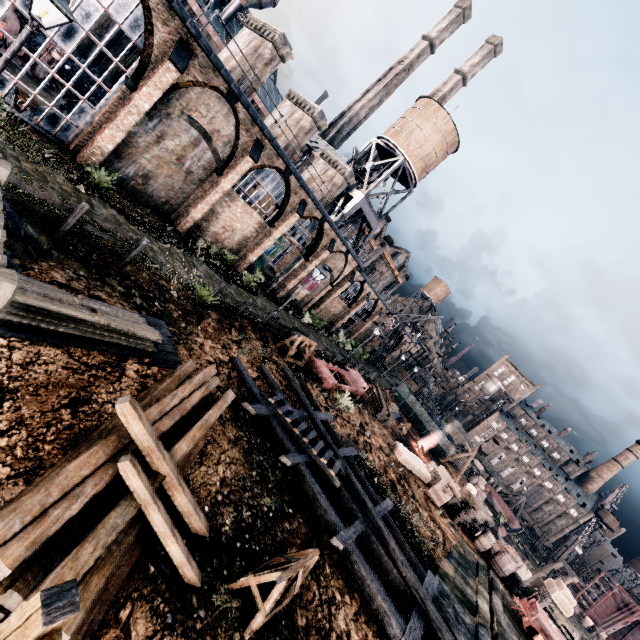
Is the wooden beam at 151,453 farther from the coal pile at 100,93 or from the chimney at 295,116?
the coal pile at 100,93

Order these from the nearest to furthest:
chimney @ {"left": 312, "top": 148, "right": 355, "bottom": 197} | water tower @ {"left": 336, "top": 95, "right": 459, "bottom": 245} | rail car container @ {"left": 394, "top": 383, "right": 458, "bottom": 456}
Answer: chimney @ {"left": 312, "top": 148, "right": 355, "bottom": 197}
water tower @ {"left": 336, "top": 95, "right": 459, "bottom": 245}
rail car container @ {"left": 394, "top": 383, "right": 458, "bottom": 456}

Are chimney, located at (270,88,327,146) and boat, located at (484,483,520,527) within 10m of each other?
no

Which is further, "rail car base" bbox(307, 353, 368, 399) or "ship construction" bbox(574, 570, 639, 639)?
"ship construction" bbox(574, 570, 639, 639)

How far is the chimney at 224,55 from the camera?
20.2 meters

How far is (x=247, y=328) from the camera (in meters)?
18.59

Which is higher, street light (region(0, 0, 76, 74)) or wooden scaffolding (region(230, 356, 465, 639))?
street light (region(0, 0, 76, 74))

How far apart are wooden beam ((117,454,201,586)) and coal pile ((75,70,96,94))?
30.02m
